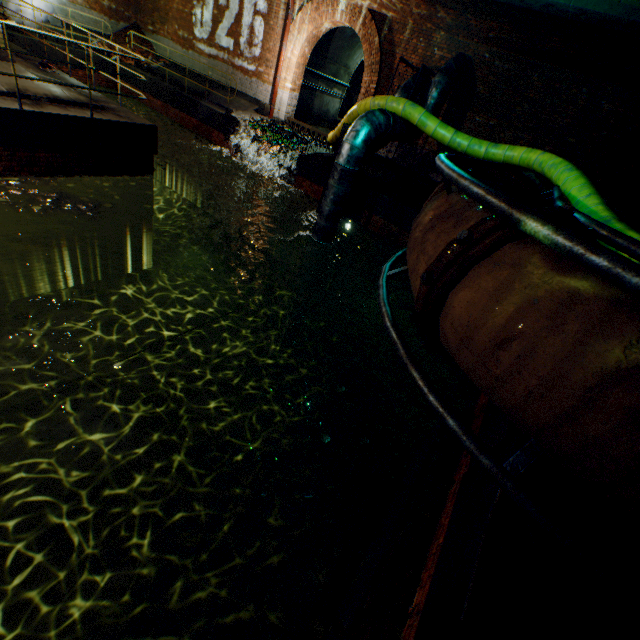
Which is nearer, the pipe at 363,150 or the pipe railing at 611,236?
the pipe railing at 611,236

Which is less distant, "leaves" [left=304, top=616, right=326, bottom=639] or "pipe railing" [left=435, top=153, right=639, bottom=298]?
"pipe railing" [left=435, top=153, right=639, bottom=298]

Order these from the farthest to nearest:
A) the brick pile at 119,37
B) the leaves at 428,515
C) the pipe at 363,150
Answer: the brick pile at 119,37 < the pipe at 363,150 < the leaves at 428,515

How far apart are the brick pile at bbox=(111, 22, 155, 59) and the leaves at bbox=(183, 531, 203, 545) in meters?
21.0 m

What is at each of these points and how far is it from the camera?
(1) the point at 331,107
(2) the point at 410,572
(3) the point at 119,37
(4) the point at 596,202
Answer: (1) building tunnel, 17.0 meters
(2) leaves, 3.1 meters
(3) brick pile, 16.0 meters
(4) large conduit, 4.9 meters

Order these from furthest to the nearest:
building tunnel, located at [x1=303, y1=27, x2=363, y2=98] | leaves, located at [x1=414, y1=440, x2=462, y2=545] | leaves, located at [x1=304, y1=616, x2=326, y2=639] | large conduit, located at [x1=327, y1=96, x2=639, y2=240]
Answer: building tunnel, located at [x1=303, y1=27, x2=363, y2=98] < large conduit, located at [x1=327, y1=96, x2=639, y2=240] < leaves, located at [x1=414, y1=440, x2=462, y2=545] < leaves, located at [x1=304, y1=616, x2=326, y2=639]

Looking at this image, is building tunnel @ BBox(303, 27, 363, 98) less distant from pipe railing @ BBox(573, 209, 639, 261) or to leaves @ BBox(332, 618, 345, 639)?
pipe railing @ BBox(573, 209, 639, 261)

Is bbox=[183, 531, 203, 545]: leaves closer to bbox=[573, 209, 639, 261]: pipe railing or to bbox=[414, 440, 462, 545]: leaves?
bbox=[414, 440, 462, 545]: leaves
